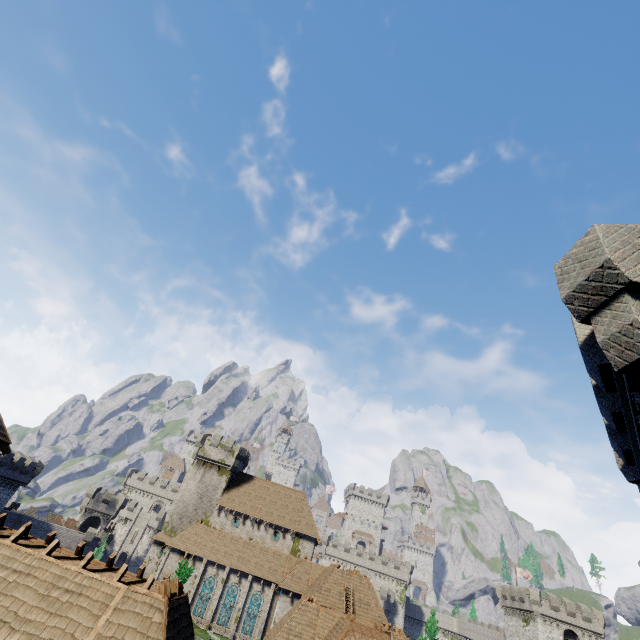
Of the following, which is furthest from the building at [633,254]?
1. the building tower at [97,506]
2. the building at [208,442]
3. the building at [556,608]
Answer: the building tower at [97,506]

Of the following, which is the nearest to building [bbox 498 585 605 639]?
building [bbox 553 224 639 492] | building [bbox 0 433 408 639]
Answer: building [bbox 0 433 408 639]

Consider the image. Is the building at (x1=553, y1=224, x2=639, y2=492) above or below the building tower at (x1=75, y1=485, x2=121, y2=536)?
above

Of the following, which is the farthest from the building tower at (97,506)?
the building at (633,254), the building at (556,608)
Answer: the building at (633,254)

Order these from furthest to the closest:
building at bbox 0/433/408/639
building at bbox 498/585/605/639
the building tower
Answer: the building tower, building at bbox 498/585/605/639, building at bbox 0/433/408/639

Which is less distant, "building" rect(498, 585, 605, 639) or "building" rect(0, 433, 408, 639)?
"building" rect(0, 433, 408, 639)

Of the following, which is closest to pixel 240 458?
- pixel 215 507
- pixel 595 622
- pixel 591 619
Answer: pixel 215 507
